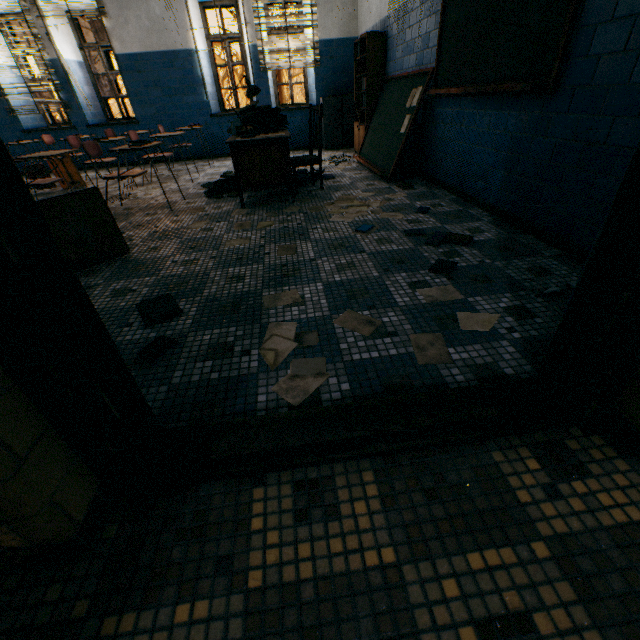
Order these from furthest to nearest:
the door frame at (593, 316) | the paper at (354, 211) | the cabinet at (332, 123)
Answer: the cabinet at (332, 123), the paper at (354, 211), the door frame at (593, 316)

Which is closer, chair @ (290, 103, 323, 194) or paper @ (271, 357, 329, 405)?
paper @ (271, 357, 329, 405)

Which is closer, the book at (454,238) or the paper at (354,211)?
the book at (454,238)

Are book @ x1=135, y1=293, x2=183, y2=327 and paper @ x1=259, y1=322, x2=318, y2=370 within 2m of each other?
yes

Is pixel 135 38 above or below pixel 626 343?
above

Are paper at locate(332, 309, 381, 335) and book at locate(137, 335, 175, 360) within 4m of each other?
yes

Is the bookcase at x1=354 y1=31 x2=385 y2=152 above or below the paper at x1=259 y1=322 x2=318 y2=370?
above

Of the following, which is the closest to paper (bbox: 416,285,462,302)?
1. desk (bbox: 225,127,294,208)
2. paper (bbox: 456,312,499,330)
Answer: paper (bbox: 456,312,499,330)
